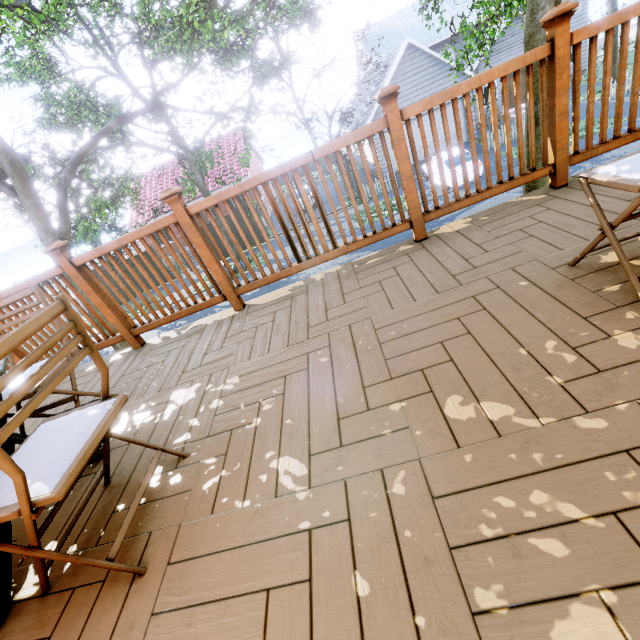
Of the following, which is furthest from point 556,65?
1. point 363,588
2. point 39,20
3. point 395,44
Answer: point 395,44

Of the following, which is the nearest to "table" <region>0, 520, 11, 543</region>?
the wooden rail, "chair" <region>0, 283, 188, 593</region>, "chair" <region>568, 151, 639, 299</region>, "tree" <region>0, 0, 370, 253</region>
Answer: "chair" <region>0, 283, 188, 593</region>

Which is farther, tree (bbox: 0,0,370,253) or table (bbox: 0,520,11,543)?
tree (bbox: 0,0,370,253)

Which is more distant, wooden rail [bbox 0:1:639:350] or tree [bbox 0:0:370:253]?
tree [bbox 0:0:370:253]

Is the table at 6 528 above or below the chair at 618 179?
below

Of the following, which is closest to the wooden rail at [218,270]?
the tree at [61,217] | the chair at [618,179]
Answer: the chair at [618,179]

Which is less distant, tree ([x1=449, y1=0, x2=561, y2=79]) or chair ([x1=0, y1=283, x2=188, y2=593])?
chair ([x1=0, y1=283, x2=188, y2=593])

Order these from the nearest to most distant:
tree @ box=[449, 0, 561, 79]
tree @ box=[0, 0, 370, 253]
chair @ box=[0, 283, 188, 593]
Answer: chair @ box=[0, 283, 188, 593] < tree @ box=[449, 0, 561, 79] < tree @ box=[0, 0, 370, 253]
